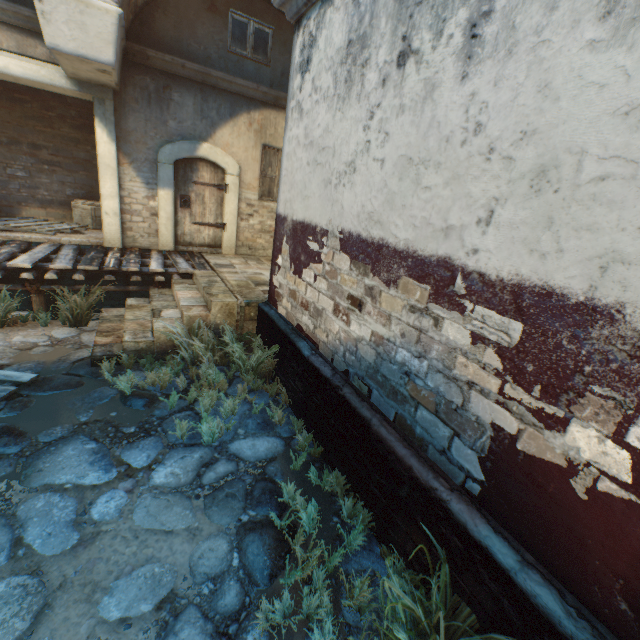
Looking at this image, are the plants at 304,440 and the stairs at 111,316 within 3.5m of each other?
yes

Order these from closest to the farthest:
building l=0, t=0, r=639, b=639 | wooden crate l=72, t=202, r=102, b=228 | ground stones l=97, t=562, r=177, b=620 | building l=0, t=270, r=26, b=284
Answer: building l=0, t=0, r=639, b=639, ground stones l=97, t=562, r=177, b=620, building l=0, t=270, r=26, b=284, wooden crate l=72, t=202, r=102, b=228

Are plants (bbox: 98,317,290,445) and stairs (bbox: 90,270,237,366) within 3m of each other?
yes

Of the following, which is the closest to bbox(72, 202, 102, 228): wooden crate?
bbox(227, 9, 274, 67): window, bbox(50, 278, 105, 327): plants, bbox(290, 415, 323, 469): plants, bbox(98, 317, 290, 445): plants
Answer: bbox(50, 278, 105, 327): plants

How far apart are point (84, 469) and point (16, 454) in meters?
0.7

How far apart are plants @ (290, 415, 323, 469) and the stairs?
2.3 meters

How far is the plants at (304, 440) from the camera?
3.3 meters

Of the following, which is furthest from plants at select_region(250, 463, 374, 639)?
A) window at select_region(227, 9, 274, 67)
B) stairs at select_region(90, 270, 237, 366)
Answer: window at select_region(227, 9, 274, 67)
